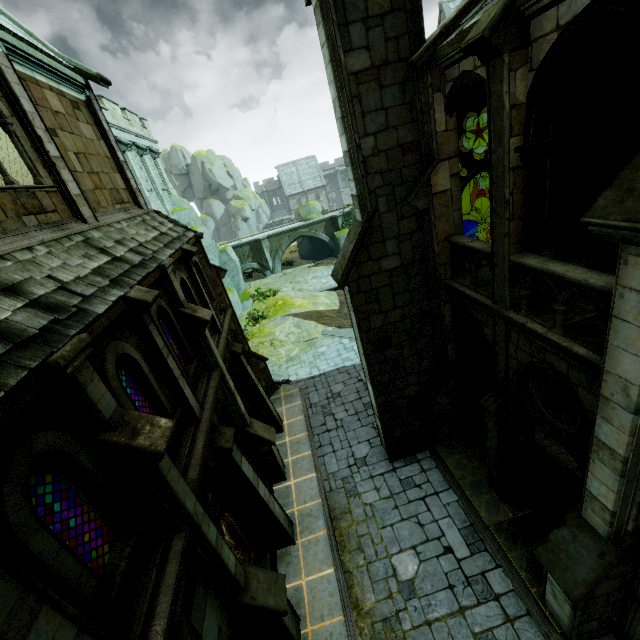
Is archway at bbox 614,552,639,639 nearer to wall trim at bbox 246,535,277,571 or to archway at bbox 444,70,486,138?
archway at bbox 444,70,486,138

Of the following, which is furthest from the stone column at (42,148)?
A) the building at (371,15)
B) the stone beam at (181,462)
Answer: the building at (371,15)

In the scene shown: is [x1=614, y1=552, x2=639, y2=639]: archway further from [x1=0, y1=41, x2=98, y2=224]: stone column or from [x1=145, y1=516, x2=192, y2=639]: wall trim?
[x1=0, y1=41, x2=98, y2=224]: stone column

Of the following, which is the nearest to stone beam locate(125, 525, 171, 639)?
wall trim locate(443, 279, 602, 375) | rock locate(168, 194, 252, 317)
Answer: wall trim locate(443, 279, 602, 375)

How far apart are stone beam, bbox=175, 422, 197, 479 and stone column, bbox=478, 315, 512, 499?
7.4m

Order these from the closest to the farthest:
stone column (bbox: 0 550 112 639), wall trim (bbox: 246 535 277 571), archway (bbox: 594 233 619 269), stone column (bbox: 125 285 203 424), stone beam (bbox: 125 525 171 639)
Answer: stone column (bbox: 0 550 112 639) → stone beam (bbox: 125 525 171 639) → stone column (bbox: 125 285 203 424) → archway (bbox: 594 233 619 269) → wall trim (bbox: 246 535 277 571)

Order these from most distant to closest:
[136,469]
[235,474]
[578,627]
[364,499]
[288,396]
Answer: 1. [288,396]
2. [364,499]
3. [235,474]
4. [578,627]
5. [136,469]

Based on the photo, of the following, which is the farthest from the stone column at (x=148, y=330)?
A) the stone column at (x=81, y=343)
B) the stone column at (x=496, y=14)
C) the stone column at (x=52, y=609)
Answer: the stone column at (x=496, y=14)
